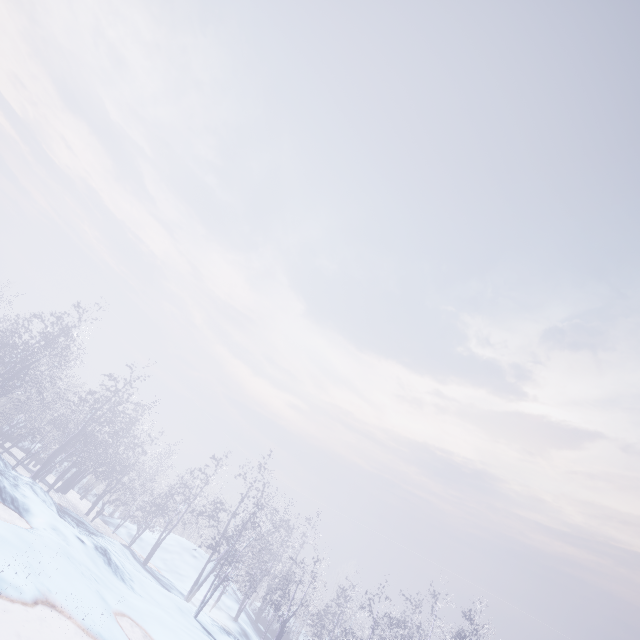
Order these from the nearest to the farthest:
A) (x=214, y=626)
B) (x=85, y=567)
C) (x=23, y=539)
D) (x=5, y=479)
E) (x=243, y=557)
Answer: (x=23, y=539), (x=85, y=567), (x=5, y=479), (x=214, y=626), (x=243, y=557)
